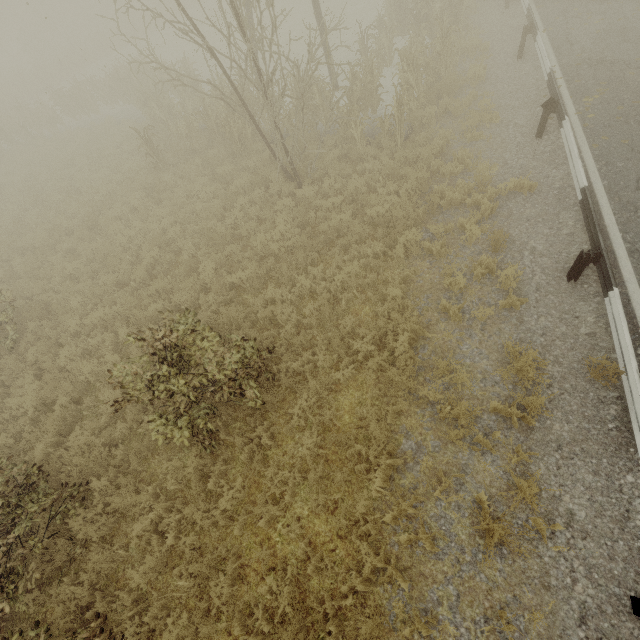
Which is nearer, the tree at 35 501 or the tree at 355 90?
the tree at 35 501

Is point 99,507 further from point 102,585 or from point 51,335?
point 51,335

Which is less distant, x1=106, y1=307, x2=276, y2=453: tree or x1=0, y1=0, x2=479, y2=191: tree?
x1=106, y1=307, x2=276, y2=453: tree

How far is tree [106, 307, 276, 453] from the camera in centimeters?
496cm

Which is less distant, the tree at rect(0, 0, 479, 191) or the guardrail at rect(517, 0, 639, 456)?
the guardrail at rect(517, 0, 639, 456)

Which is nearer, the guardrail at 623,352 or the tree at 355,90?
the guardrail at 623,352

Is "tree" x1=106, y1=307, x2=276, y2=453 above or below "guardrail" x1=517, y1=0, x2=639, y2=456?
above
